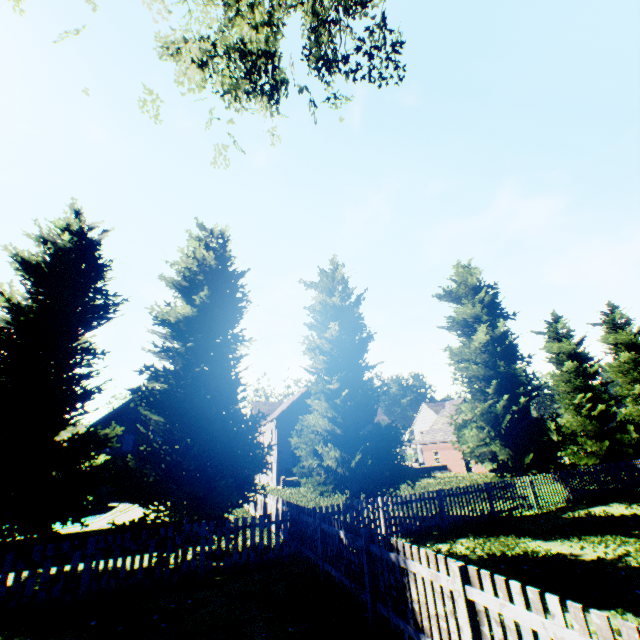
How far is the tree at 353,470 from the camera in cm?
1275

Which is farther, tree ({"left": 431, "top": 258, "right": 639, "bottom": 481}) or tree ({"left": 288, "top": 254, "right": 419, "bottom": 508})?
tree ({"left": 431, "top": 258, "right": 639, "bottom": 481})

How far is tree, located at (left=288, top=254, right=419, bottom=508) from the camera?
12.75m

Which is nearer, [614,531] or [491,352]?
[614,531]

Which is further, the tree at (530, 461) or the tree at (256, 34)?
the tree at (530, 461)

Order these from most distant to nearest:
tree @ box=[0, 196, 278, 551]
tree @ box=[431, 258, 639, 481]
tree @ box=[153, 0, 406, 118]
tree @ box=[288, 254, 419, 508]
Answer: tree @ box=[431, 258, 639, 481], tree @ box=[288, 254, 419, 508], tree @ box=[0, 196, 278, 551], tree @ box=[153, 0, 406, 118]
